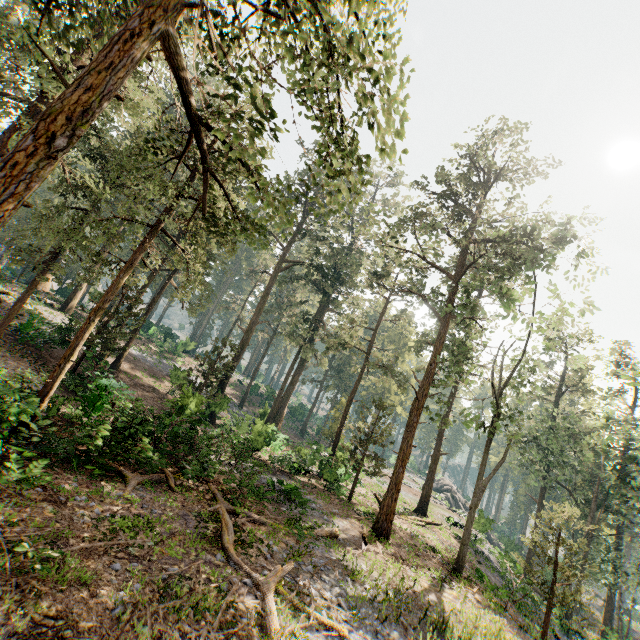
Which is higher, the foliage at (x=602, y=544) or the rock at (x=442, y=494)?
the foliage at (x=602, y=544)

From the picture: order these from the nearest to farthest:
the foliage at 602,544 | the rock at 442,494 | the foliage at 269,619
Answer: the foliage at 602,544
the foliage at 269,619
the rock at 442,494

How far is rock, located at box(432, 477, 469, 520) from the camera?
46.2 meters

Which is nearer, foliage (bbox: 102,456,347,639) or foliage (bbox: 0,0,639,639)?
foliage (bbox: 0,0,639,639)

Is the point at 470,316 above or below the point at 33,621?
above

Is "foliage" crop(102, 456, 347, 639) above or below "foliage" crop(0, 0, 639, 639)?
below

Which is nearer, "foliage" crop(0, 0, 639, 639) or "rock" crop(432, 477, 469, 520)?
"foliage" crop(0, 0, 639, 639)
